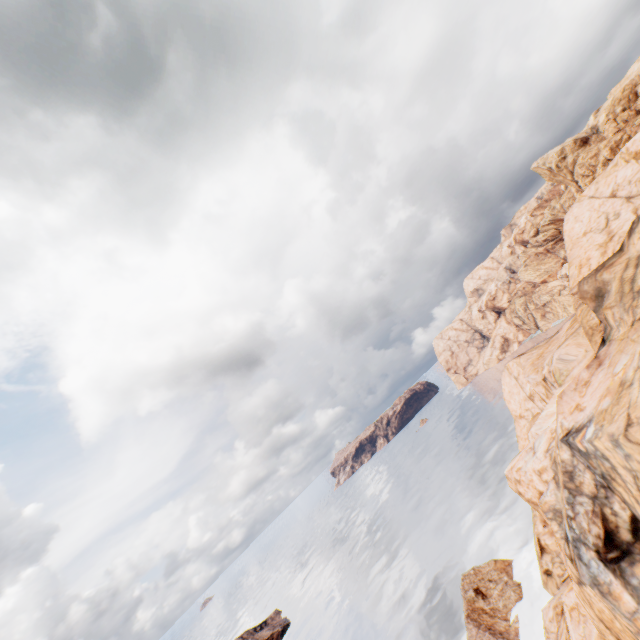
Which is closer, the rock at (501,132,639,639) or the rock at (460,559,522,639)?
the rock at (501,132,639,639)

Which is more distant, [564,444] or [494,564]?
[494,564]

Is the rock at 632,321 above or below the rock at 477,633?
above

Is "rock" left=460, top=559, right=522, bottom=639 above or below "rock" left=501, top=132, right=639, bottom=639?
below

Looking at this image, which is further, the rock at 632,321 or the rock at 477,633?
the rock at 477,633
